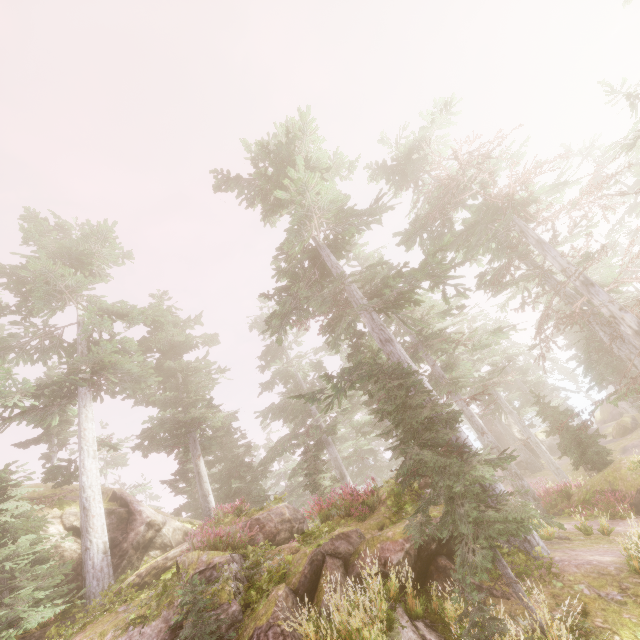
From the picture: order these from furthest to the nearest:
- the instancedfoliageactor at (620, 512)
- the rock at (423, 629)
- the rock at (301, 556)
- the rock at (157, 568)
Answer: the rock at (157, 568) < the instancedfoliageactor at (620, 512) < the rock at (301, 556) < the rock at (423, 629)

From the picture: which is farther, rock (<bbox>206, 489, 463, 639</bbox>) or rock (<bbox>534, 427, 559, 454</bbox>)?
rock (<bbox>534, 427, 559, 454</bbox>)

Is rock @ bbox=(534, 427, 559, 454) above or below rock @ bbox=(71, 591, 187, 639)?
below

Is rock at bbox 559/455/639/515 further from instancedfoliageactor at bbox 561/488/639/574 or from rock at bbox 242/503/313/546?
rock at bbox 242/503/313/546

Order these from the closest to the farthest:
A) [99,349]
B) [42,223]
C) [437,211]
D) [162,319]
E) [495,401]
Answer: [437,211] → [99,349] → [42,223] → [162,319] → [495,401]

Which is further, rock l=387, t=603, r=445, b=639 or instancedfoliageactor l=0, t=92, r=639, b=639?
instancedfoliageactor l=0, t=92, r=639, b=639

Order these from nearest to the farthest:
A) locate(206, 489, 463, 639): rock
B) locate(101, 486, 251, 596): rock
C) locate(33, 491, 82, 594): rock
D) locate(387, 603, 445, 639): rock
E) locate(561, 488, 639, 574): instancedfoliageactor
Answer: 1. locate(387, 603, 445, 639): rock
2. locate(206, 489, 463, 639): rock
3. locate(561, 488, 639, 574): instancedfoliageactor
4. locate(101, 486, 251, 596): rock
5. locate(33, 491, 82, 594): rock

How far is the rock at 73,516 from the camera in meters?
13.5
